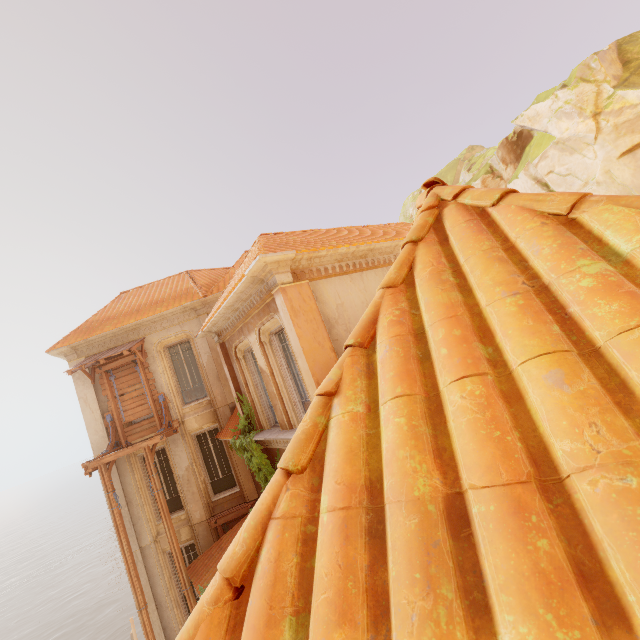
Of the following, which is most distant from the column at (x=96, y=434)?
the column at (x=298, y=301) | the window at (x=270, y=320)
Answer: the column at (x=298, y=301)

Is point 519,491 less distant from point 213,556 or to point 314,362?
point 314,362

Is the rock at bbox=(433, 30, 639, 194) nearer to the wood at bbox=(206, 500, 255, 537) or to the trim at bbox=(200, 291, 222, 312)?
the trim at bbox=(200, 291, 222, 312)

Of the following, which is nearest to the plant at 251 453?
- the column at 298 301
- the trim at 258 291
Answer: the trim at 258 291

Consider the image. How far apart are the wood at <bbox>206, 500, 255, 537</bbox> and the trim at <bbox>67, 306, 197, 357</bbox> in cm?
779

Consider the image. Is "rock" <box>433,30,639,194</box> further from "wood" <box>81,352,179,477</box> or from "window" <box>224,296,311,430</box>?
"wood" <box>81,352,179,477</box>

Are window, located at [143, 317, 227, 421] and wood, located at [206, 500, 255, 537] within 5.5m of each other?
yes

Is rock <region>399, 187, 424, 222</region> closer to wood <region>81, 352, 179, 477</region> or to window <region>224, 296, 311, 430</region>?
window <region>224, 296, 311, 430</region>
